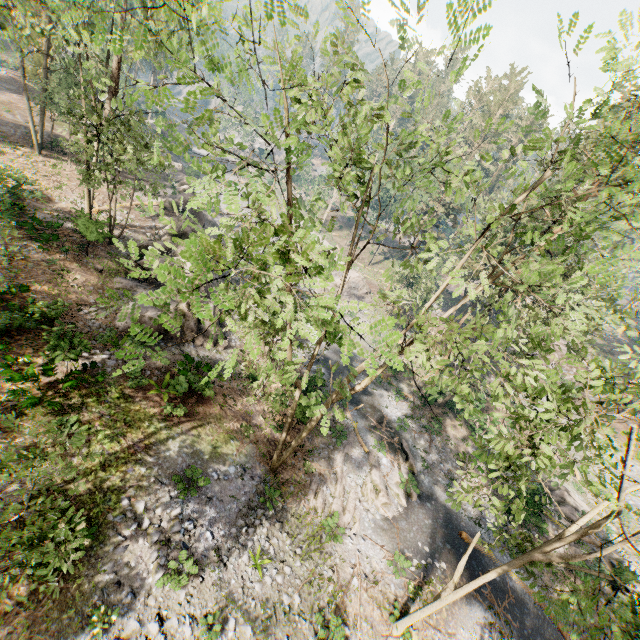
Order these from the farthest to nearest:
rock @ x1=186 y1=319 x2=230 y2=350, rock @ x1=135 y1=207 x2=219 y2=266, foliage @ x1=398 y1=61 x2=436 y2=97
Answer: rock @ x1=135 y1=207 x2=219 y2=266
rock @ x1=186 y1=319 x2=230 y2=350
foliage @ x1=398 y1=61 x2=436 y2=97

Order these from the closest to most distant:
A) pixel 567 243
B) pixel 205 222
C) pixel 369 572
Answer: pixel 369 572
pixel 567 243
pixel 205 222

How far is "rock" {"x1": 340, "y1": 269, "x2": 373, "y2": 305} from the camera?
39.4 meters

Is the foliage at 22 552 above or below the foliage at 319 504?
above

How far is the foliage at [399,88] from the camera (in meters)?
6.96

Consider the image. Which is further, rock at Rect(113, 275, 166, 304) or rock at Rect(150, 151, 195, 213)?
rock at Rect(150, 151, 195, 213)

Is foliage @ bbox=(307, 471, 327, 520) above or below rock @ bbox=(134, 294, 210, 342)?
below

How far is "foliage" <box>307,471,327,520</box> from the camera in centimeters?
1695cm
